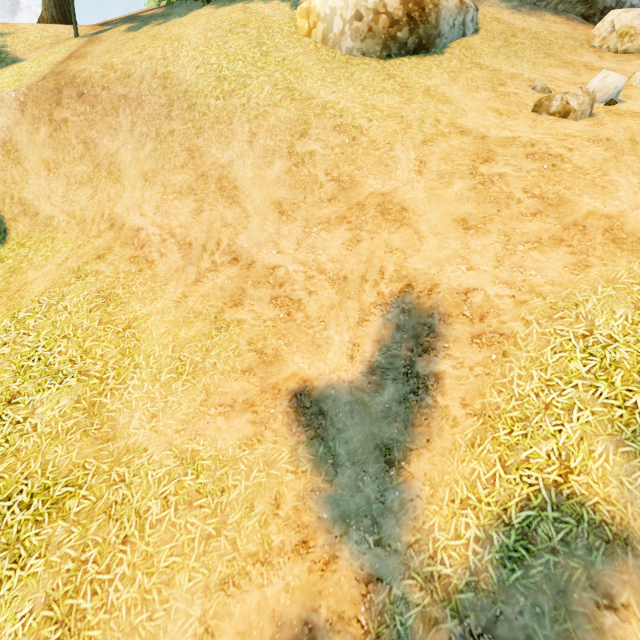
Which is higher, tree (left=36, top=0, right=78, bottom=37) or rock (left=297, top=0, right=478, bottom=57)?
rock (left=297, top=0, right=478, bottom=57)

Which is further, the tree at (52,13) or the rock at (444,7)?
the tree at (52,13)

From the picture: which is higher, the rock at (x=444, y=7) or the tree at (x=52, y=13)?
the rock at (x=444, y=7)

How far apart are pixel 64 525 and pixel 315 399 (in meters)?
3.61

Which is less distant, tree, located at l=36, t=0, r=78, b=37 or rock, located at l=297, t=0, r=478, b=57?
rock, located at l=297, t=0, r=478, b=57
